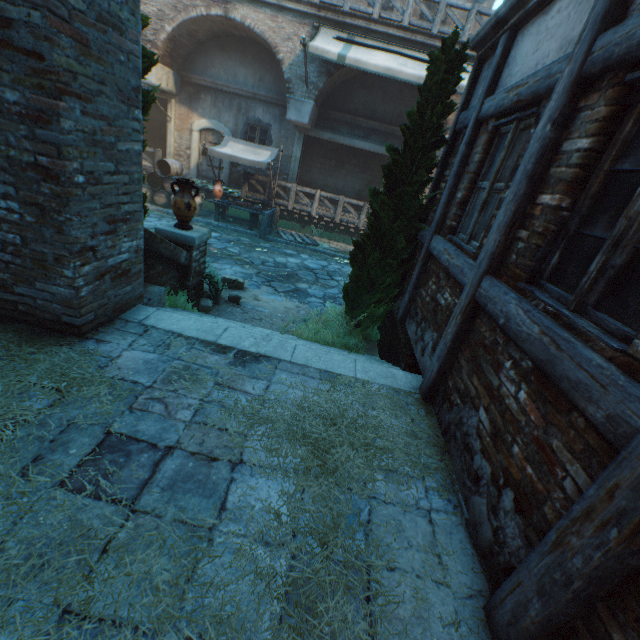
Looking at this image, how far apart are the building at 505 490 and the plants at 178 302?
3.95m

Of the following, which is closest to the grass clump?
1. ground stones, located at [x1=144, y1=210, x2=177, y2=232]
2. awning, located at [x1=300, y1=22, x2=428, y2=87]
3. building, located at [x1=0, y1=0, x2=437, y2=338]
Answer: ground stones, located at [x1=144, y1=210, x2=177, y2=232]

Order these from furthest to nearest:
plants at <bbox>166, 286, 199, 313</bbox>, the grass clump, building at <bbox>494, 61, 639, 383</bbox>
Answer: the grass clump, plants at <bbox>166, 286, 199, 313</bbox>, building at <bbox>494, 61, 639, 383</bbox>

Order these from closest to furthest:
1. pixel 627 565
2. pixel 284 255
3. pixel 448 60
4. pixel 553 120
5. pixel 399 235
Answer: pixel 627 565 → pixel 553 120 → pixel 448 60 → pixel 399 235 → pixel 284 255

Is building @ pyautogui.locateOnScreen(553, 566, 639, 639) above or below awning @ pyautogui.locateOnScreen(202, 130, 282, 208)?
below

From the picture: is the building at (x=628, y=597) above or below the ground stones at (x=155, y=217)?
above

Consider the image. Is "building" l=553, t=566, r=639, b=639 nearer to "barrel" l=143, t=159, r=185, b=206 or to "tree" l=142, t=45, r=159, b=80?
"tree" l=142, t=45, r=159, b=80

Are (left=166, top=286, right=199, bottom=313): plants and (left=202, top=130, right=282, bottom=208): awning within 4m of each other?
no
